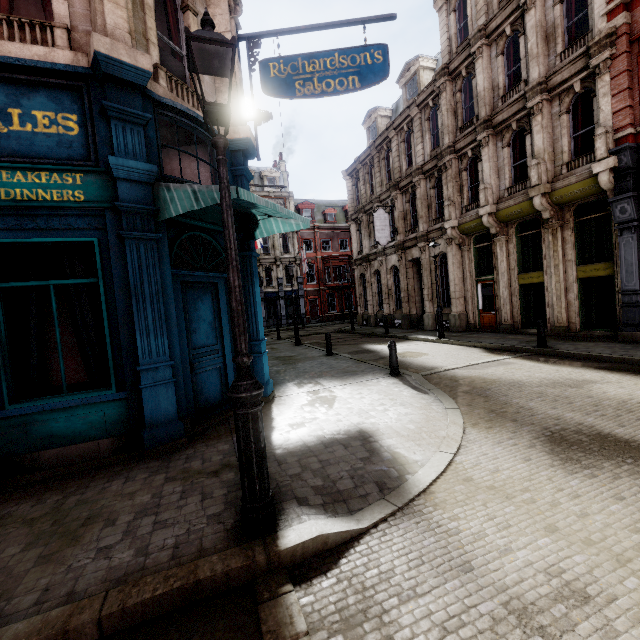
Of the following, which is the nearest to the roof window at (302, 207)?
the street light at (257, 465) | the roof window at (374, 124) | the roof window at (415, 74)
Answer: the roof window at (374, 124)

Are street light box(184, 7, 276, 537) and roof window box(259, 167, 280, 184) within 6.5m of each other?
no

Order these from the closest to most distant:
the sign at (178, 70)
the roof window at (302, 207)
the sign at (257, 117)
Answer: the sign at (178, 70), the sign at (257, 117), the roof window at (302, 207)

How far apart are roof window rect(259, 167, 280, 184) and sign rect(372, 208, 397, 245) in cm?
2218

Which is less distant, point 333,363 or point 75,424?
point 75,424

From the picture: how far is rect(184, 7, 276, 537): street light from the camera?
2.9m

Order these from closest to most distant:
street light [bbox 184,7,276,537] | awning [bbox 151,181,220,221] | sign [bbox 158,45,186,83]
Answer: street light [bbox 184,7,276,537] → awning [bbox 151,181,220,221] → sign [bbox 158,45,186,83]

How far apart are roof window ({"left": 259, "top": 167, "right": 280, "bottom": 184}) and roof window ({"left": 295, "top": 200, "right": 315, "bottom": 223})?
2.5 meters
